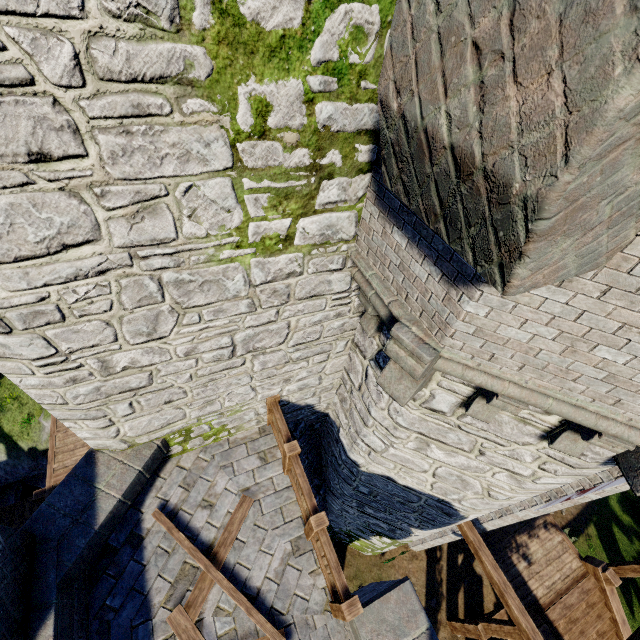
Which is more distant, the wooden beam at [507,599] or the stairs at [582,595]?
the stairs at [582,595]

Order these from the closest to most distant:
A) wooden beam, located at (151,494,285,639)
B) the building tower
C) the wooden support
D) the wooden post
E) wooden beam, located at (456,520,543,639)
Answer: the building tower
wooden beam, located at (151,494,285,639)
wooden beam, located at (456,520,543,639)
the wooden post
the wooden support

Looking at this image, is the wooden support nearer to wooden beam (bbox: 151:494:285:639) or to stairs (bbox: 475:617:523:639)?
stairs (bbox: 475:617:523:639)

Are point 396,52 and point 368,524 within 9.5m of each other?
no

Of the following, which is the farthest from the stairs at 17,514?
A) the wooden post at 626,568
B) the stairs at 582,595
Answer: the wooden post at 626,568

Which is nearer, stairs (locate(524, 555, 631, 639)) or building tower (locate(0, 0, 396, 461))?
building tower (locate(0, 0, 396, 461))

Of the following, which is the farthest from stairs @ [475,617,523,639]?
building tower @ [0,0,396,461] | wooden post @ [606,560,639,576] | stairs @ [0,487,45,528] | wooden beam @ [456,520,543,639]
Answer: stairs @ [0,487,45,528]

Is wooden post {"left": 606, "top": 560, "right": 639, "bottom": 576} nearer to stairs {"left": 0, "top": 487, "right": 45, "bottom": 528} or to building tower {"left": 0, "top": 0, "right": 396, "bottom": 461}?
building tower {"left": 0, "top": 0, "right": 396, "bottom": 461}
